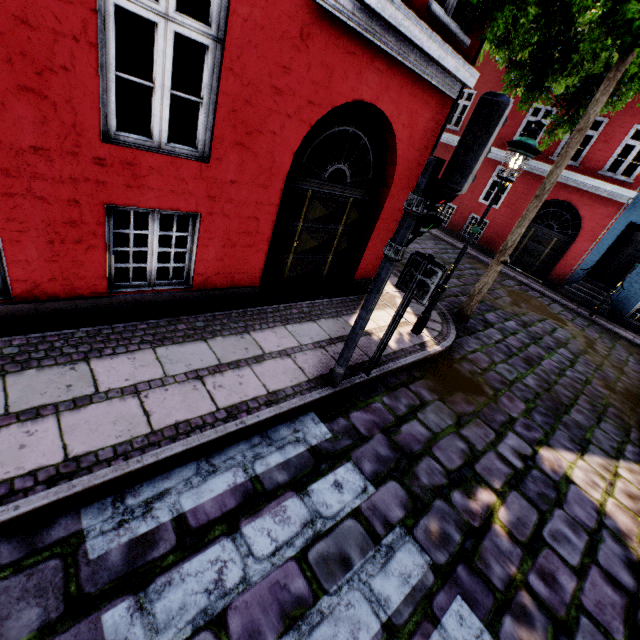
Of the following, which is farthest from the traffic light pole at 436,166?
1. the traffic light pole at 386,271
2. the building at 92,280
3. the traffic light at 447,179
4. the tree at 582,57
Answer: the tree at 582,57

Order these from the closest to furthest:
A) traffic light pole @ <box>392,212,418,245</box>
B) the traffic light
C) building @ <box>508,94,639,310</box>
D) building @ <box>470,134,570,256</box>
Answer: the traffic light, traffic light pole @ <box>392,212,418,245</box>, building @ <box>508,94,639,310</box>, building @ <box>470,134,570,256</box>

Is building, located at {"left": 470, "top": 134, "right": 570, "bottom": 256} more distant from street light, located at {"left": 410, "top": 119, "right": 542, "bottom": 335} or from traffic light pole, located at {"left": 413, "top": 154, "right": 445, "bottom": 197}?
traffic light pole, located at {"left": 413, "top": 154, "right": 445, "bottom": 197}

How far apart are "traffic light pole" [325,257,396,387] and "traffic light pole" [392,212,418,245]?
0.19m

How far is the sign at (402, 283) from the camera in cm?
391

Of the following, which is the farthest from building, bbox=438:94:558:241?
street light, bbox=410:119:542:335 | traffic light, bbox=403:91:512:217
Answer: traffic light, bbox=403:91:512:217

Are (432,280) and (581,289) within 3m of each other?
no
